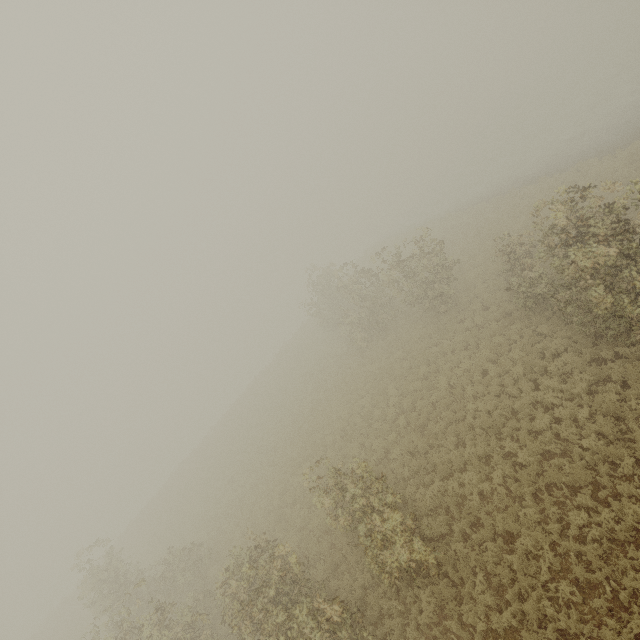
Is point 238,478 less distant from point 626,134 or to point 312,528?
point 312,528
